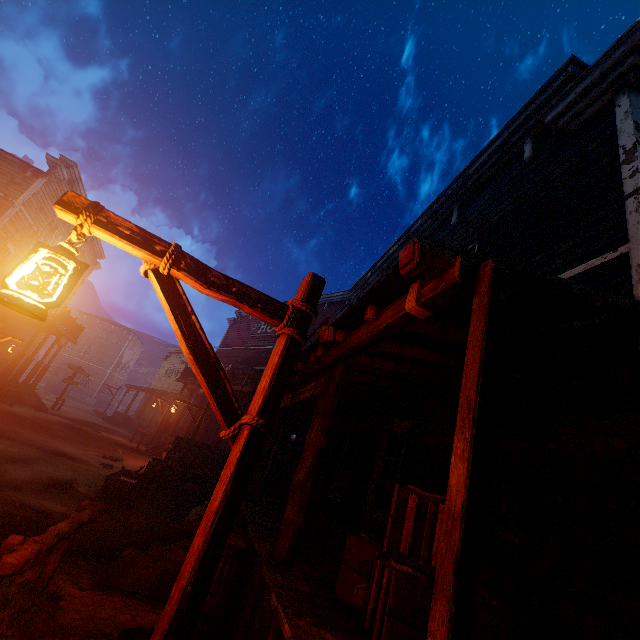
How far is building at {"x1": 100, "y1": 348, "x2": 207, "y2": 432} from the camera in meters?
24.1 m

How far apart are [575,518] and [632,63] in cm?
537

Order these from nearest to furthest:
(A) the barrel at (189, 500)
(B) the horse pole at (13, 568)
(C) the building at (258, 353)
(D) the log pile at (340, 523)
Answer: (B) the horse pole at (13, 568)
(D) the log pile at (340, 523)
(A) the barrel at (189, 500)
(C) the building at (258, 353)

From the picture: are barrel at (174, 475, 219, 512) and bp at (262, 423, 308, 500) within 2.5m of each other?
yes

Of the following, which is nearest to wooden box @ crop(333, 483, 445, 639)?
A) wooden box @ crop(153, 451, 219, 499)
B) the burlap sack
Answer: the burlap sack

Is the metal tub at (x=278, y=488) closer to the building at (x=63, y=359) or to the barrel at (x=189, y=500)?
the building at (x=63, y=359)

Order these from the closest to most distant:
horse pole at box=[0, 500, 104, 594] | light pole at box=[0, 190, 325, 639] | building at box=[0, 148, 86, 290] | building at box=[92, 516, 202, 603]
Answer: light pole at box=[0, 190, 325, 639]
horse pole at box=[0, 500, 104, 594]
building at box=[92, 516, 202, 603]
building at box=[0, 148, 86, 290]
